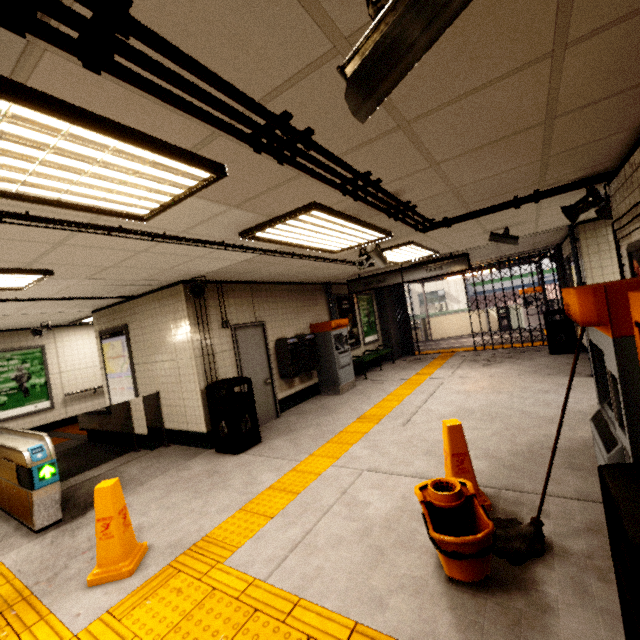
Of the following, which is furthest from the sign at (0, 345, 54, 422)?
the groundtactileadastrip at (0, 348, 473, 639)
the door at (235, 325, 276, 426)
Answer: the door at (235, 325, 276, 426)

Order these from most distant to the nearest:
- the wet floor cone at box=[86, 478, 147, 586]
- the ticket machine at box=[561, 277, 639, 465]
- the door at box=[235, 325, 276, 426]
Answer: the door at box=[235, 325, 276, 426]
the wet floor cone at box=[86, 478, 147, 586]
the ticket machine at box=[561, 277, 639, 465]

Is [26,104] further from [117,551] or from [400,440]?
[400,440]

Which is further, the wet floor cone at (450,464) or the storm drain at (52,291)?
the storm drain at (52,291)

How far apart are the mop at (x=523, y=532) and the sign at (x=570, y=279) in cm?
702

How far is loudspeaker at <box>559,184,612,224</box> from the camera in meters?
3.7 m

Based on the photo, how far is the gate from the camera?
12.5 meters

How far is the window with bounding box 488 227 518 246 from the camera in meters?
5.4 m
